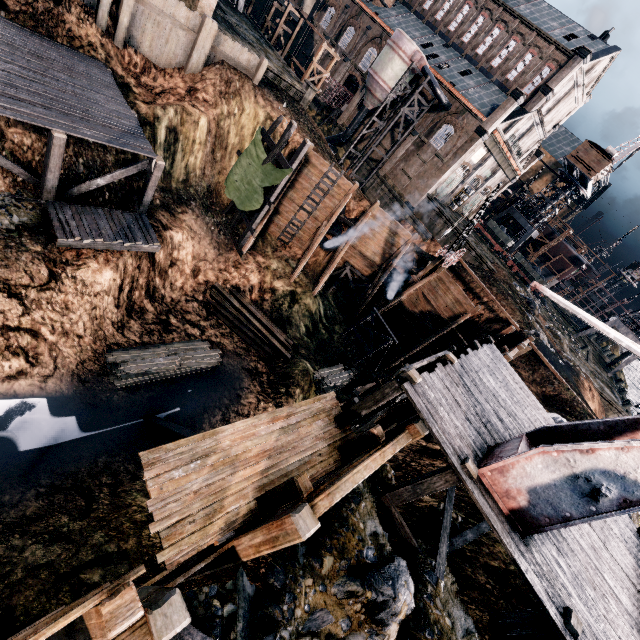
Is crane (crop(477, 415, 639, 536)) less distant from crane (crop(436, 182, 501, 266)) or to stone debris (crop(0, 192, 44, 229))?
crane (crop(436, 182, 501, 266))

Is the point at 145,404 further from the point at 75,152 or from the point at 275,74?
the point at 275,74

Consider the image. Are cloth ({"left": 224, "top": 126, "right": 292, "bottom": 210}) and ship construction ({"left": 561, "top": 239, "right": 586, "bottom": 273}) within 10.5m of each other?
no

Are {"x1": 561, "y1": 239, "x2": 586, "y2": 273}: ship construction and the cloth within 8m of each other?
no

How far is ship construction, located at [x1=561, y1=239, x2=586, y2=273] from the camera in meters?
58.2 m

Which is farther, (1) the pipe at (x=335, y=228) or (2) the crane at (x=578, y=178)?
(2) the crane at (x=578, y=178)

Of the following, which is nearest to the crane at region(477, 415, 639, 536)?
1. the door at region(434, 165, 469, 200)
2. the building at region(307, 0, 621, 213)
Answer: the building at region(307, 0, 621, 213)

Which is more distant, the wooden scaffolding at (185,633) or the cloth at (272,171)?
the cloth at (272,171)
